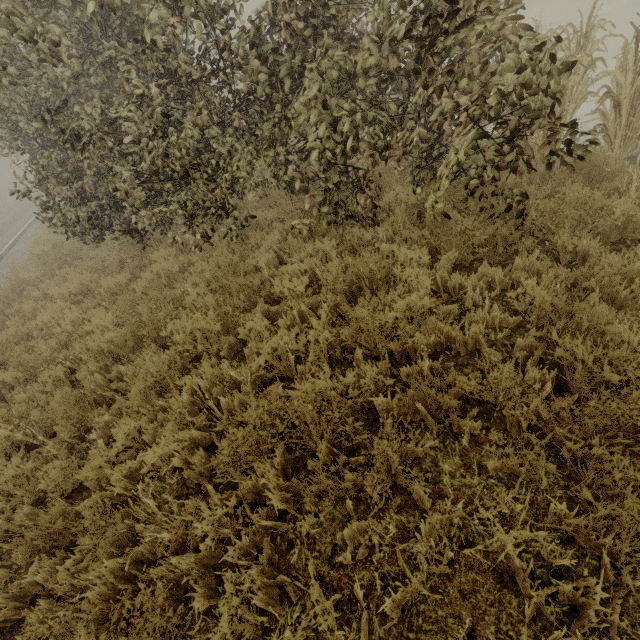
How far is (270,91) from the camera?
4.10m
